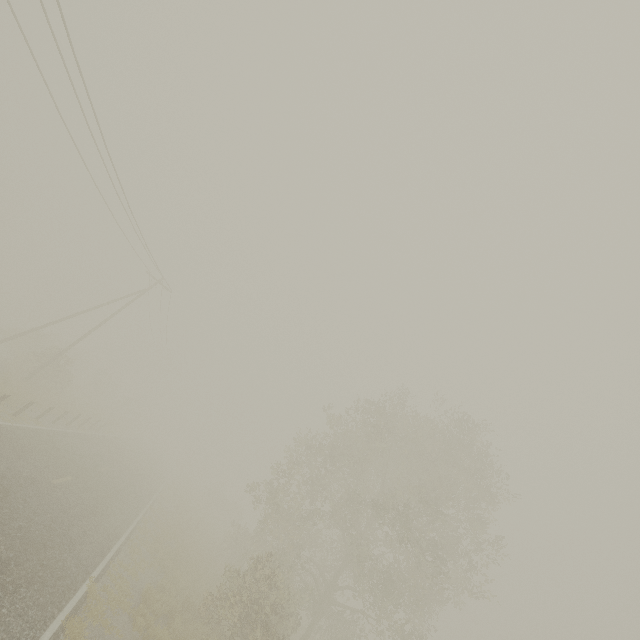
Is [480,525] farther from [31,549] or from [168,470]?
[168,470]
